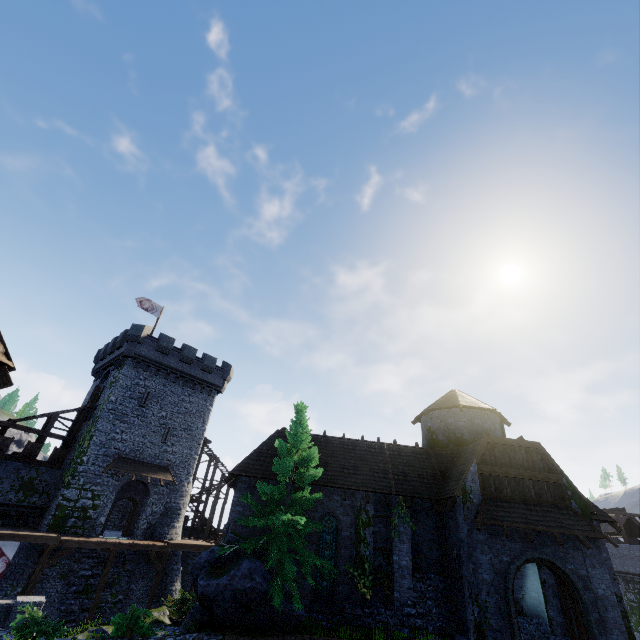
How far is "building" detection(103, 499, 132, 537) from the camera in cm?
2780

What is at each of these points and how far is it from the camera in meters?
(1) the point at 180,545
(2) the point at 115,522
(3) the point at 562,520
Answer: (1) walkway, 26.1 m
(2) building, 32.0 m
(3) awning, 15.4 m

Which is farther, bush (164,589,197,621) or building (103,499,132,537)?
building (103,499,132,537)

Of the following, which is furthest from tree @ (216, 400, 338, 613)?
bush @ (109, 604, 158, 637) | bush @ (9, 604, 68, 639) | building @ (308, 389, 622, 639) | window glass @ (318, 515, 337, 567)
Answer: bush @ (9, 604, 68, 639)

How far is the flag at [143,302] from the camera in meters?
33.4

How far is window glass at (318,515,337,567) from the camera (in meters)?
17.22

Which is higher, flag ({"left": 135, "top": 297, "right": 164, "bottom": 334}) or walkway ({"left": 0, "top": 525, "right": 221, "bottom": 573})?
flag ({"left": 135, "top": 297, "right": 164, "bottom": 334})

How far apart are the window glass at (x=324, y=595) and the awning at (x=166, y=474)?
17.2 meters
